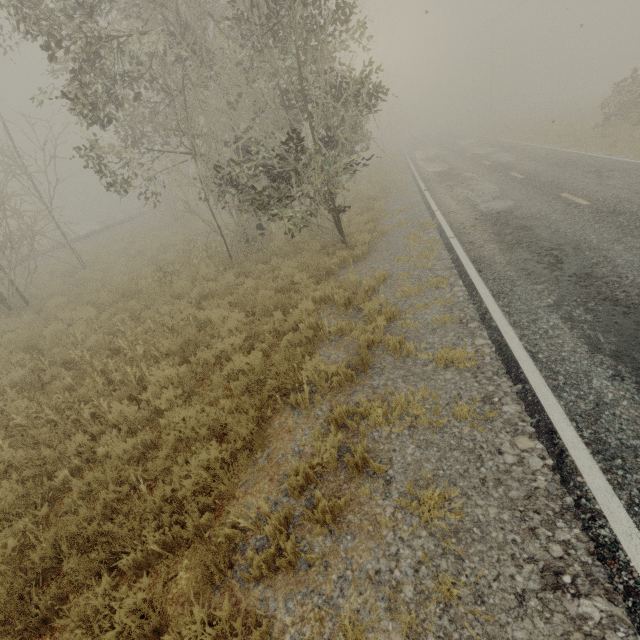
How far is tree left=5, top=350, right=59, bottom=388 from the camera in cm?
742

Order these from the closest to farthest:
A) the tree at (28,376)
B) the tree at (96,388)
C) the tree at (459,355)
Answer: the tree at (459,355) < the tree at (96,388) < the tree at (28,376)

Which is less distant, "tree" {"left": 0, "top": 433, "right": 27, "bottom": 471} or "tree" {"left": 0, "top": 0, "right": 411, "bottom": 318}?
"tree" {"left": 0, "top": 433, "right": 27, "bottom": 471}

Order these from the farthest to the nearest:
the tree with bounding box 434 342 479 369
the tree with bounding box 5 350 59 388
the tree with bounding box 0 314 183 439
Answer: the tree with bounding box 5 350 59 388 → the tree with bounding box 0 314 183 439 → the tree with bounding box 434 342 479 369

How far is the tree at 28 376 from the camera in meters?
7.4

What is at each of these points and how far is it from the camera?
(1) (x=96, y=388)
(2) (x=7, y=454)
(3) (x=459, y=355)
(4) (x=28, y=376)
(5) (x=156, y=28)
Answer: (1) tree, 6.1 meters
(2) tree, 5.0 meters
(3) tree, 5.0 meters
(4) tree, 7.7 meters
(5) tree, 8.5 meters
